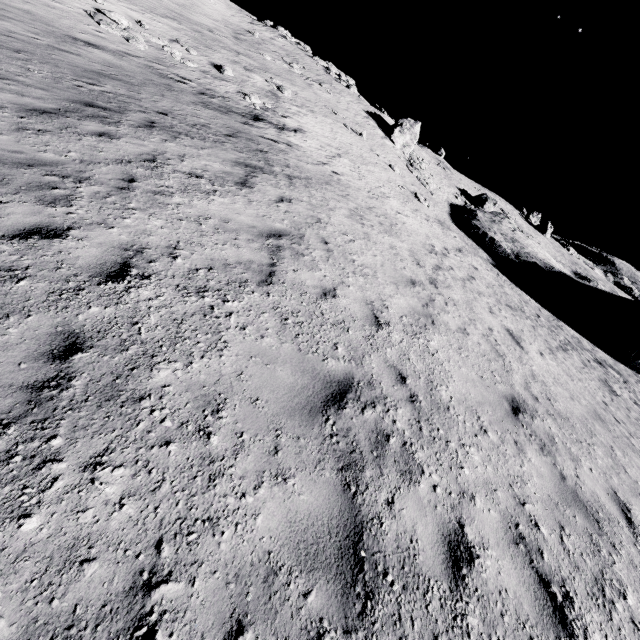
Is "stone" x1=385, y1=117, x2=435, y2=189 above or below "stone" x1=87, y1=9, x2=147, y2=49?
above

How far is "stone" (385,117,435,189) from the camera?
32.9 meters

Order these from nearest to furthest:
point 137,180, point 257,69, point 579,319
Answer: point 137,180 → point 579,319 → point 257,69

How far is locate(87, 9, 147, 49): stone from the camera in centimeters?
1511cm

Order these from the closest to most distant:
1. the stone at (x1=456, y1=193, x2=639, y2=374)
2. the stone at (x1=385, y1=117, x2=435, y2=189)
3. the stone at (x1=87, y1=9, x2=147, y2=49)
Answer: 1. the stone at (x1=87, y1=9, x2=147, y2=49)
2. the stone at (x1=456, y1=193, x2=639, y2=374)
3. the stone at (x1=385, y1=117, x2=435, y2=189)

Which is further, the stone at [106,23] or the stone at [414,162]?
the stone at [414,162]

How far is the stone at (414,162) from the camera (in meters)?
32.94

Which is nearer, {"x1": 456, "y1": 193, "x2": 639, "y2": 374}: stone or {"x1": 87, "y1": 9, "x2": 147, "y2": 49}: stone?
{"x1": 87, "y1": 9, "x2": 147, "y2": 49}: stone
